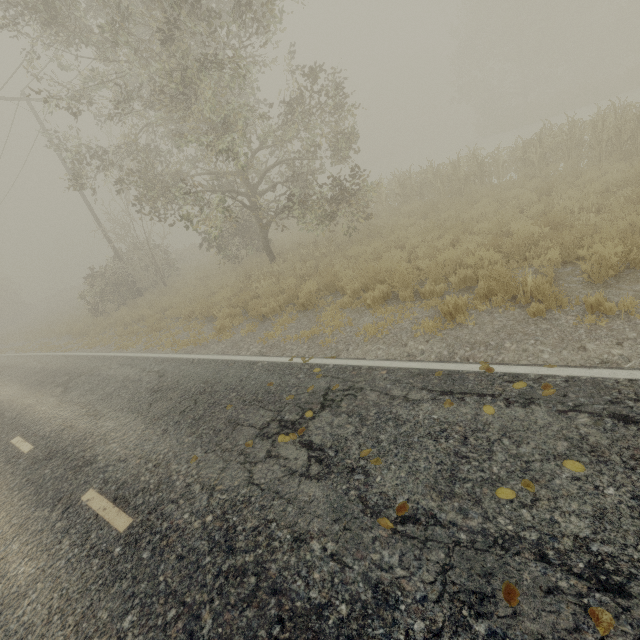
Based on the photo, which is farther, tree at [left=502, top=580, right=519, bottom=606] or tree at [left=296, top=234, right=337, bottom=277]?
tree at [left=296, top=234, right=337, bottom=277]

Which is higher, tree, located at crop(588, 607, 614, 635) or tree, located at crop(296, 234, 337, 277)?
tree, located at crop(296, 234, 337, 277)

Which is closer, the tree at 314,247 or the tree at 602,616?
the tree at 602,616

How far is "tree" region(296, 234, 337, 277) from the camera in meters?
12.2

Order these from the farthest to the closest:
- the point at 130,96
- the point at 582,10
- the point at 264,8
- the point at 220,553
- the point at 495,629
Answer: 1. the point at 582,10
2. the point at 264,8
3. the point at 130,96
4. the point at 220,553
5. the point at 495,629

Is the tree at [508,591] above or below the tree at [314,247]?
below
